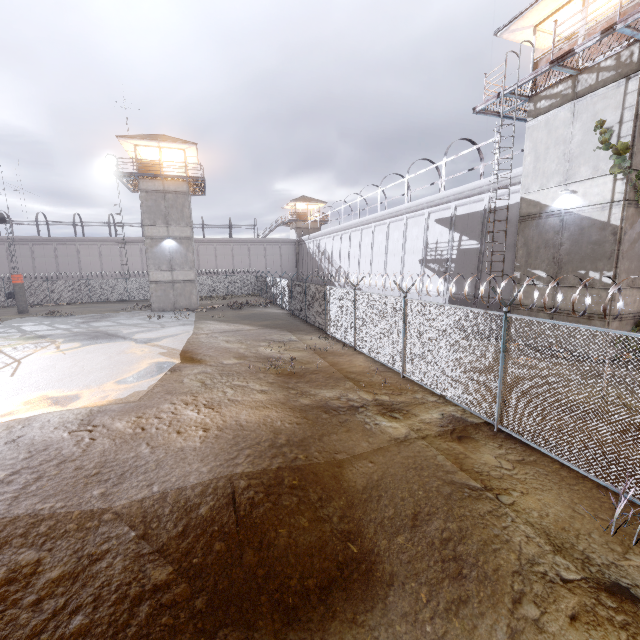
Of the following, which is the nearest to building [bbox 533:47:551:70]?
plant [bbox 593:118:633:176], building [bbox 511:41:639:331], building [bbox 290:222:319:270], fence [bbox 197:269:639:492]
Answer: building [bbox 511:41:639:331]

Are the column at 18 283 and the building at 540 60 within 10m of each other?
no

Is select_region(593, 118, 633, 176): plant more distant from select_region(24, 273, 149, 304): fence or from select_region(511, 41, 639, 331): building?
select_region(24, 273, 149, 304): fence

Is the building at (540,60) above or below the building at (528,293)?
above

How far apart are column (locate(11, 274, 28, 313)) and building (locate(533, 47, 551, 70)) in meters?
40.9

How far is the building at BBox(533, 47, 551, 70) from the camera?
12.91m

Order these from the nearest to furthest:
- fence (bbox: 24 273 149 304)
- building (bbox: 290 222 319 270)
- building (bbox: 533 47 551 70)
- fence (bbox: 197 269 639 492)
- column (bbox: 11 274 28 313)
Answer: fence (bbox: 197 269 639 492)
building (bbox: 533 47 551 70)
column (bbox: 11 274 28 313)
fence (bbox: 24 273 149 304)
building (bbox: 290 222 319 270)

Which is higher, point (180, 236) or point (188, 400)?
point (180, 236)
